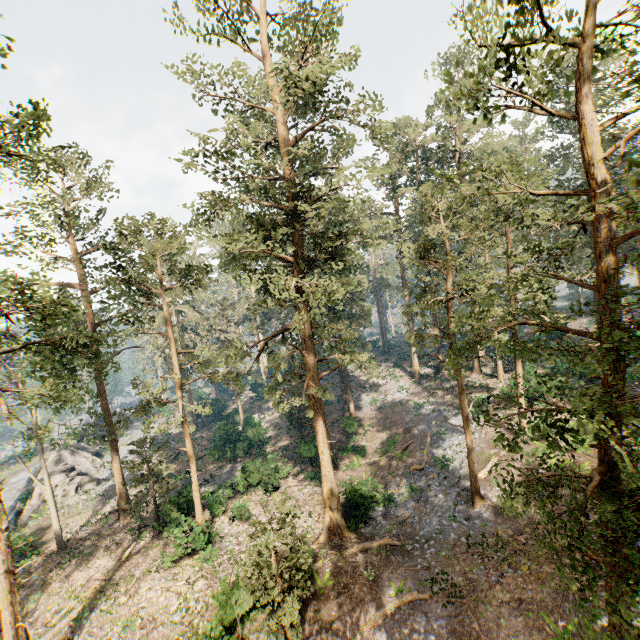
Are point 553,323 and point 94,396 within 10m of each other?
no

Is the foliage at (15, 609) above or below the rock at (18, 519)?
above

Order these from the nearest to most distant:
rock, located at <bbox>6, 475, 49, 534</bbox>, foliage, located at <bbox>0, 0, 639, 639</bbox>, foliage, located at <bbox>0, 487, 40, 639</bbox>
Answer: foliage, located at <bbox>0, 0, 639, 639</bbox>
foliage, located at <bbox>0, 487, 40, 639</bbox>
rock, located at <bbox>6, 475, 49, 534</bbox>

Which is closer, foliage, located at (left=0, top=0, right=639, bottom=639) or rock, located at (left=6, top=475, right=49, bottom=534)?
foliage, located at (left=0, top=0, right=639, bottom=639)

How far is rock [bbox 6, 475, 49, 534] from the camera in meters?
31.0

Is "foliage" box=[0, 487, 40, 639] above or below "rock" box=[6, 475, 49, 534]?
Answer: above

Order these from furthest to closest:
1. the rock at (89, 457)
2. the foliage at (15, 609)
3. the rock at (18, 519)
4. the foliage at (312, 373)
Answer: the rock at (89, 457)
the rock at (18, 519)
the foliage at (15, 609)
the foliage at (312, 373)
